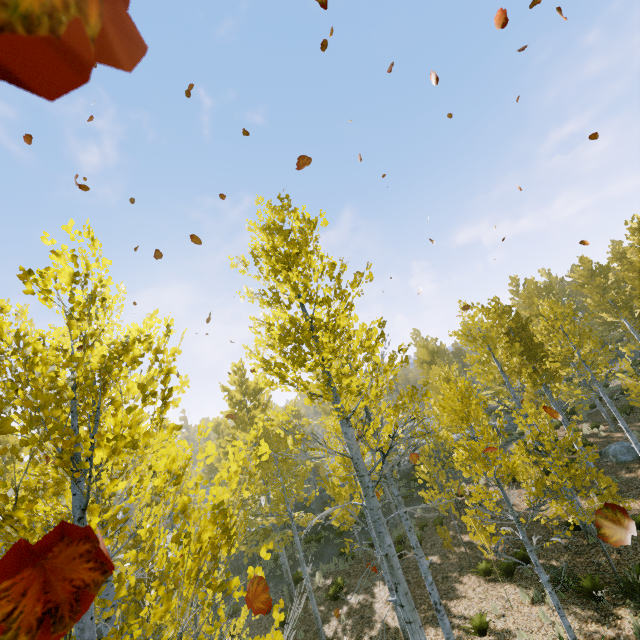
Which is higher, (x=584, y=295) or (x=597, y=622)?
(x=584, y=295)

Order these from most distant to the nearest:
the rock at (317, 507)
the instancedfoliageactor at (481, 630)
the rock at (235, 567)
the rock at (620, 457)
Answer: the rock at (317, 507), the rock at (235, 567), the rock at (620, 457), the instancedfoliageactor at (481, 630)

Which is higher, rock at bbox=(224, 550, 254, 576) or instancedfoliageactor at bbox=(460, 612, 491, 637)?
rock at bbox=(224, 550, 254, 576)

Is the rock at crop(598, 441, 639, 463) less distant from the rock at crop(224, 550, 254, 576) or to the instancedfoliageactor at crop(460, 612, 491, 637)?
the instancedfoliageactor at crop(460, 612, 491, 637)

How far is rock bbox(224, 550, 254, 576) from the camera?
19.7m

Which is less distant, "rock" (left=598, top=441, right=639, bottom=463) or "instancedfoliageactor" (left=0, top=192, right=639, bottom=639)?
"instancedfoliageactor" (left=0, top=192, right=639, bottom=639)

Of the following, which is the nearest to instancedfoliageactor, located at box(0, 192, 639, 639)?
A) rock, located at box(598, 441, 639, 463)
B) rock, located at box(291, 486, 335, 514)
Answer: rock, located at box(291, 486, 335, 514)

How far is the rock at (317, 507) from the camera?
22.00m
